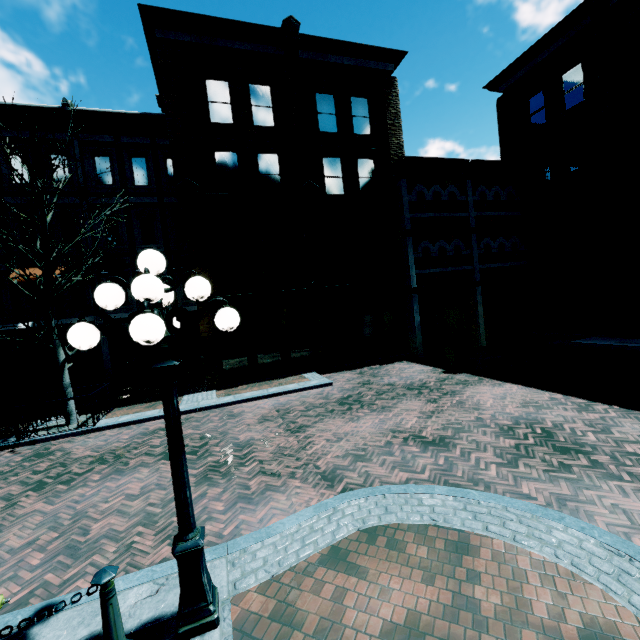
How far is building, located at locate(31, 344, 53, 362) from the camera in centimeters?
1500cm

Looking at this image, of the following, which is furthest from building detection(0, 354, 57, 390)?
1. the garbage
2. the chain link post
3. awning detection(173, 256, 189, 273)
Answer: the chain link post

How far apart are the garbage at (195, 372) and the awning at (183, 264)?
4.7m

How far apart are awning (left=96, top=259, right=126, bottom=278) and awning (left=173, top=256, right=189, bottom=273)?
2.1 meters

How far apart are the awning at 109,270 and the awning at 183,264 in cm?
213

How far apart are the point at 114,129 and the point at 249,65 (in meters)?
7.50

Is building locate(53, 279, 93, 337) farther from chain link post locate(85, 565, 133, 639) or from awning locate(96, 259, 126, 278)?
chain link post locate(85, 565, 133, 639)

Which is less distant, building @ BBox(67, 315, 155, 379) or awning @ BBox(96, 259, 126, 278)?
awning @ BBox(96, 259, 126, 278)
